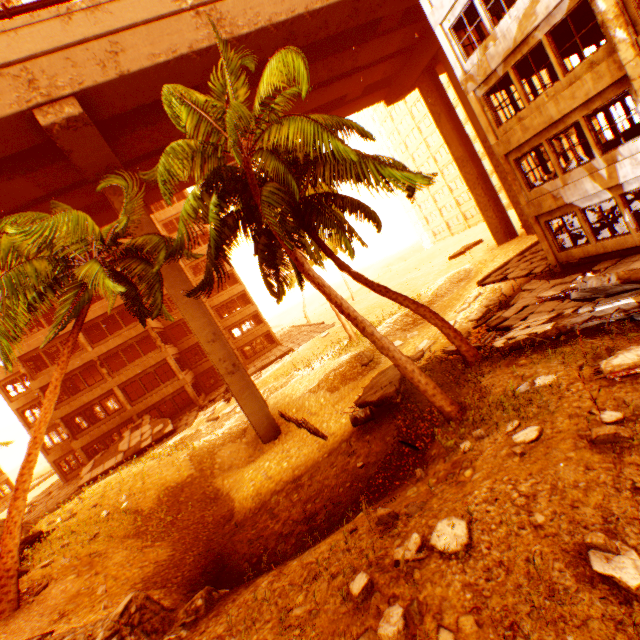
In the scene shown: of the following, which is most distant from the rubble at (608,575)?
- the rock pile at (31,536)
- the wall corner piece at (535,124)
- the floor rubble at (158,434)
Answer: the wall corner piece at (535,124)

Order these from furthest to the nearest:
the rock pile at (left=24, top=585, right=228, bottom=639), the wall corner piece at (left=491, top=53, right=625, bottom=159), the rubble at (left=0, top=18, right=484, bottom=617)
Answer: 1. the wall corner piece at (left=491, top=53, right=625, bottom=159)
2. the rubble at (left=0, top=18, right=484, bottom=617)
3. the rock pile at (left=24, top=585, right=228, bottom=639)

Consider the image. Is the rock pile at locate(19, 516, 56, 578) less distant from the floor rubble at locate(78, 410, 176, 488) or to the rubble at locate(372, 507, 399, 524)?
the rubble at locate(372, 507, 399, 524)

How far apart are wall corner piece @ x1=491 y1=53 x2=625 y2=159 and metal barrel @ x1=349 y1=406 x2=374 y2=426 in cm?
1140

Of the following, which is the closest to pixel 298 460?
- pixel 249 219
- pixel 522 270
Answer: pixel 249 219

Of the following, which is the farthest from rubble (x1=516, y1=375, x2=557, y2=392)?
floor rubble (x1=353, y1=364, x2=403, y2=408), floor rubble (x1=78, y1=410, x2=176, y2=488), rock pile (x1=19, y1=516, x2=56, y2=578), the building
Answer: the building

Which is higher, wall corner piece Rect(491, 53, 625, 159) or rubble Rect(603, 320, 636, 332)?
wall corner piece Rect(491, 53, 625, 159)

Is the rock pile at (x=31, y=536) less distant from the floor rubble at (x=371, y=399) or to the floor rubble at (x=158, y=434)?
the floor rubble at (x=158, y=434)
